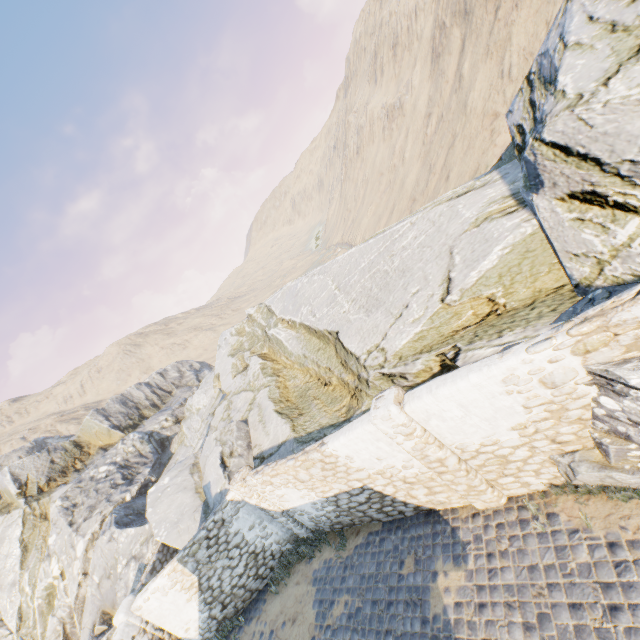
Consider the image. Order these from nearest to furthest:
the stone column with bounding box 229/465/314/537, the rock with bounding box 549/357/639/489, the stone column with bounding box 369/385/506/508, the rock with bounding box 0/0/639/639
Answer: the rock with bounding box 549/357/639/489 < the rock with bounding box 0/0/639/639 < the stone column with bounding box 369/385/506/508 < the stone column with bounding box 229/465/314/537

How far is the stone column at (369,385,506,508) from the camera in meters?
6.0

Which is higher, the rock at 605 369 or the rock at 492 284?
the rock at 492 284

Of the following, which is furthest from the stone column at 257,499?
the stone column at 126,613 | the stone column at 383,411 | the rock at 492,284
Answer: the stone column at 383,411

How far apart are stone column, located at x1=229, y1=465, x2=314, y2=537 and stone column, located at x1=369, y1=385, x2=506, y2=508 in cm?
560

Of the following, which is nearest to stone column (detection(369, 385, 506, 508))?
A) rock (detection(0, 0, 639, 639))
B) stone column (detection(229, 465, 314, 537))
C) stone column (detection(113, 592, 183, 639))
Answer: rock (detection(0, 0, 639, 639))

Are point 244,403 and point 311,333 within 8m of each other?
yes

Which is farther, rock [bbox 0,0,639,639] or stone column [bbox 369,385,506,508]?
stone column [bbox 369,385,506,508]
